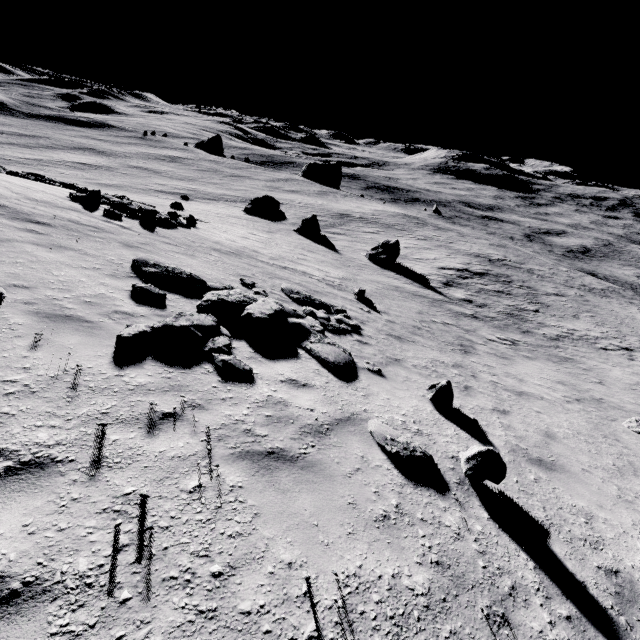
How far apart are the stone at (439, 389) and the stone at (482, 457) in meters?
1.8

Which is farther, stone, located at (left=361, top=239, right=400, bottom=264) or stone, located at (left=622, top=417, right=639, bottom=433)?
stone, located at (left=361, top=239, right=400, bottom=264)

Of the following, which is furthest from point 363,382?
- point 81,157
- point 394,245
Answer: point 81,157

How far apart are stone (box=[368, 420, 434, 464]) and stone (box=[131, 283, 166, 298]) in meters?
5.1

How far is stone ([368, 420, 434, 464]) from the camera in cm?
486

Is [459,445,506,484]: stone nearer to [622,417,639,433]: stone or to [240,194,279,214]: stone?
[622,417,639,433]: stone

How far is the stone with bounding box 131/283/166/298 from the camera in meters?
6.9 m

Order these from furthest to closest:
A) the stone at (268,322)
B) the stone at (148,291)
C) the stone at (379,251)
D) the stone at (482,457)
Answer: the stone at (379,251) < the stone at (148,291) < the stone at (268,322) < the stone at (482,457)
